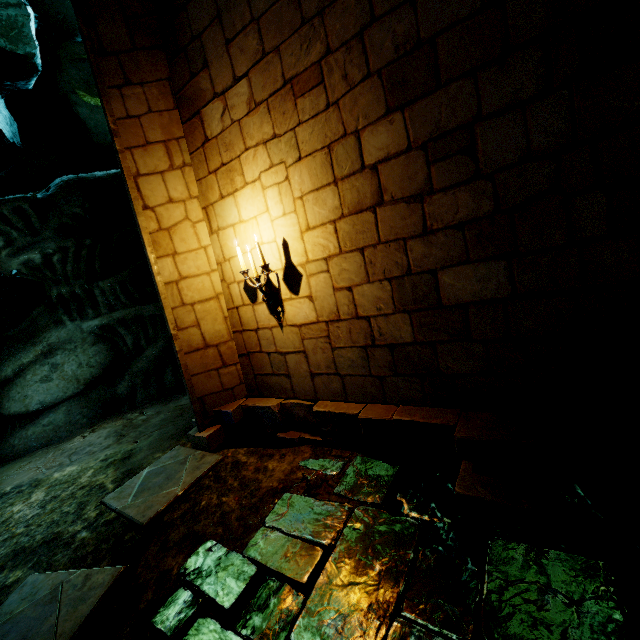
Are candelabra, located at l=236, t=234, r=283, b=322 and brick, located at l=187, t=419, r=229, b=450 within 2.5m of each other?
yes

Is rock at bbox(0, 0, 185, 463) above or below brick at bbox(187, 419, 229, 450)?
above

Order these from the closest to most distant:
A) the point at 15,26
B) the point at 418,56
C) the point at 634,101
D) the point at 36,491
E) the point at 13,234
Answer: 1. the point at 634,101
2. the point at 418,56
3. the point at 36,491
4. the point at 13,234
5. the point at 15,26

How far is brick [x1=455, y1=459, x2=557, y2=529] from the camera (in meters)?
2.28

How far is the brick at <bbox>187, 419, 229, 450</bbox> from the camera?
4.5 meters

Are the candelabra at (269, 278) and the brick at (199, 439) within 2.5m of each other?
yes

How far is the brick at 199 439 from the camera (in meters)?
4.47

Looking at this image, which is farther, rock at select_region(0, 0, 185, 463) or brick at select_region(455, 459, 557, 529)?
rock at select_region(0, 0, 185, 463)
